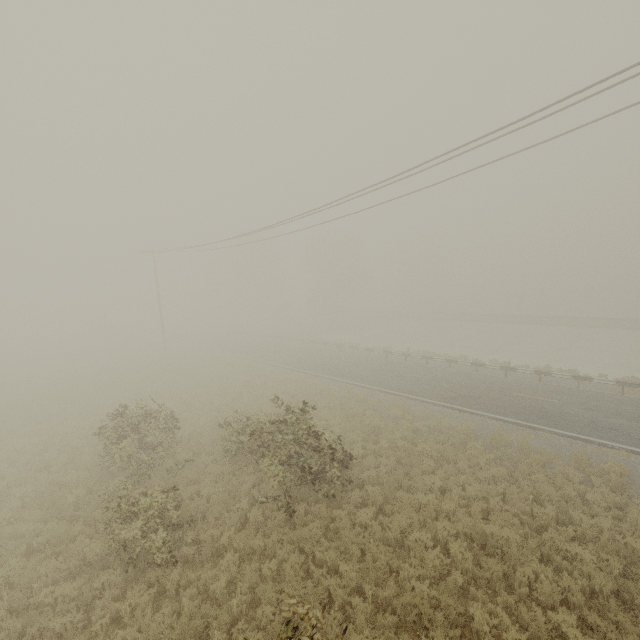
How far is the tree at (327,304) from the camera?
54.53m

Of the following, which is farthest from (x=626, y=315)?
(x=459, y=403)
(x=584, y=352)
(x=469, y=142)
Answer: (x=469, y=142)

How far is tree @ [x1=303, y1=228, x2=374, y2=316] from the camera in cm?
5453
